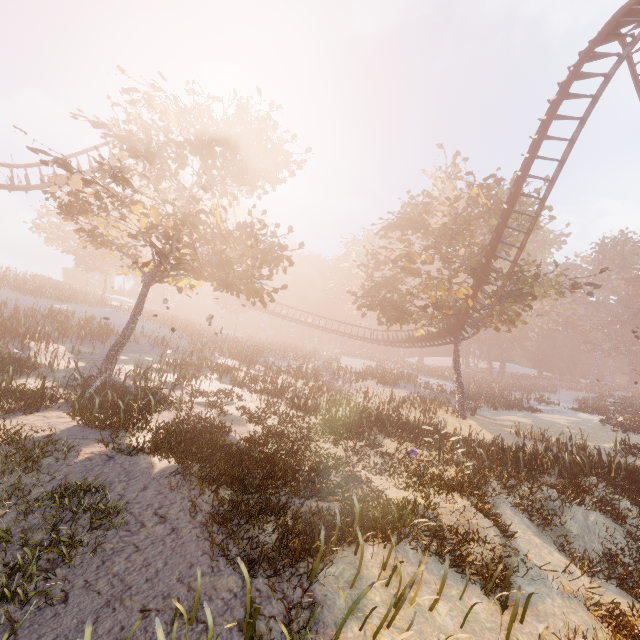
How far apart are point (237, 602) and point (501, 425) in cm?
2588

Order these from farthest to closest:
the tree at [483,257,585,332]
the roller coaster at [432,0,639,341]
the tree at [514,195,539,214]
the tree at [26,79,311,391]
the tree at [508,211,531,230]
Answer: A: the tree at [508,211,531,230] < the tree at [514,195,539,214] < the tree at [483,257,585,332] < the roller coaster at [432,0,639,341] < the tree at [26,79,311,391]

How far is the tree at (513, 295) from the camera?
20.69m

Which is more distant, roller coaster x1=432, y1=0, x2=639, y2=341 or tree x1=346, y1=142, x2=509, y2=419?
tree x1=346, y1=142, x2=509, y2=419

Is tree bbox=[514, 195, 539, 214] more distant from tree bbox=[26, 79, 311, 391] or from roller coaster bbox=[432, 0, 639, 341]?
tree bbox=[26, 79, 311, 391]

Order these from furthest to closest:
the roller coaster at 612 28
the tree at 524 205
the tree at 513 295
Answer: the tree at 524 205, the tree at 513 295, the roller coaster at 612 28
